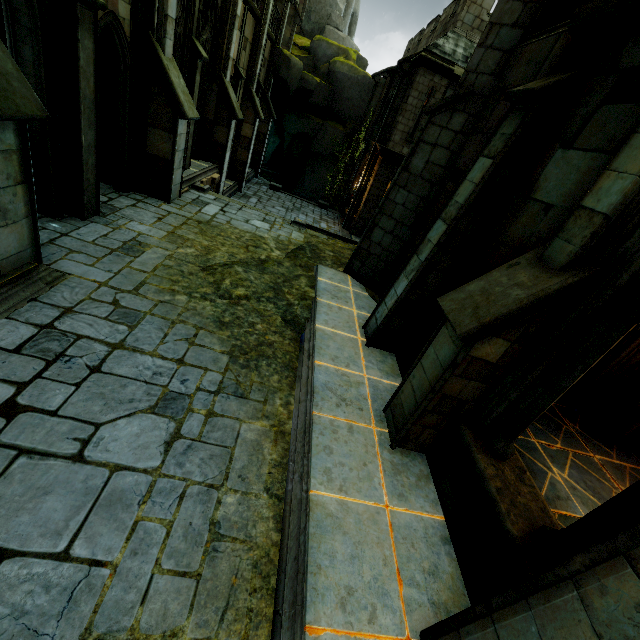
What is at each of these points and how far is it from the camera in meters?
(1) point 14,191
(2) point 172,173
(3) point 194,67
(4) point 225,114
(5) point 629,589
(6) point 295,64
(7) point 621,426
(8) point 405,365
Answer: (1) building, 4.4 m
(2) building, 9.2 m
(3) stone column, 10.4 m
(4) building, 13.6 m
(5) stone column, 1.8 m
(6) rock, 22.6 m
(7) stone column, 5.3 m
(8) wall trim, 6.1 m

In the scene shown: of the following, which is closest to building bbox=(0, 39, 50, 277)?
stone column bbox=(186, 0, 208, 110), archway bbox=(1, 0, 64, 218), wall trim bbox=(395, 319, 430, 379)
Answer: archway bbox=(1, 0, 64, 218)

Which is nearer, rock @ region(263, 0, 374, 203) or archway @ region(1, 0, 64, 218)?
archway @ region(1, 0, 64, 218)

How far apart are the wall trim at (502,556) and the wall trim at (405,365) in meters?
0.7

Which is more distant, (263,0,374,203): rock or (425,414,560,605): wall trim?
(263,0,374,203): rock

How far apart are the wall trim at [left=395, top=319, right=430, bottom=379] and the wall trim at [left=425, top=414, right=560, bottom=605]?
0.66m

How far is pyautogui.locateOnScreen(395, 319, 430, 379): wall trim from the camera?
5.58m

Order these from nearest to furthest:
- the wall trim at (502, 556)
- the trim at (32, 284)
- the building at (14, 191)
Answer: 1. the wall trim at (502, 556)
2. the building at (14, 191)
3. the trim at (32, 284)
